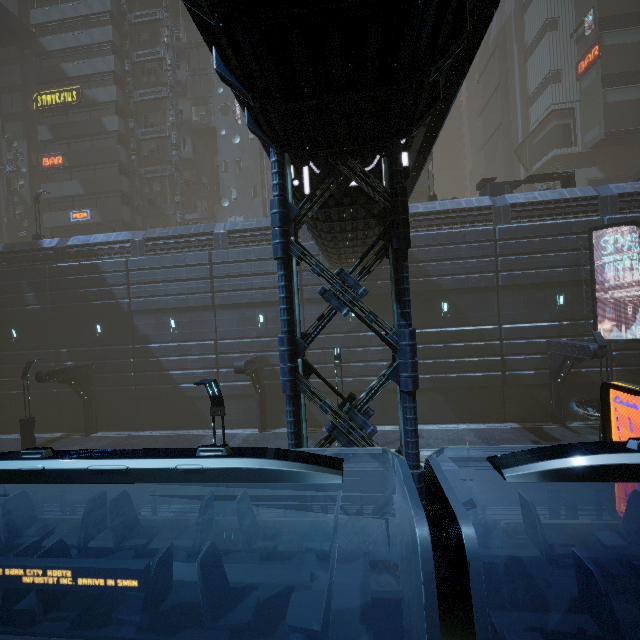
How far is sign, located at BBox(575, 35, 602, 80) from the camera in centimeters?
3309cm

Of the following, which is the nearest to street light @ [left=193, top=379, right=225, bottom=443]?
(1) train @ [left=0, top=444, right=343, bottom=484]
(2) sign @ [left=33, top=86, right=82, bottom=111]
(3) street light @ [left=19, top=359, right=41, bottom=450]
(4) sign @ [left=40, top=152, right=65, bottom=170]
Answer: (1) train @ [left=0, top=444, right=343, bottom=484]

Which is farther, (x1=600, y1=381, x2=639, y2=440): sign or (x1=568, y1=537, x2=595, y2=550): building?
(x1=568, y1=537, x2=595, y2=550): building

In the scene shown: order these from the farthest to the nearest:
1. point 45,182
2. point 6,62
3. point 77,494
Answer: point 45,182, point 6,62, point 77,494

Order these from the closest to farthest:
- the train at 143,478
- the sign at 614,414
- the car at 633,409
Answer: the train at 143,478 < the sign at 614,414 < the car at 633,409

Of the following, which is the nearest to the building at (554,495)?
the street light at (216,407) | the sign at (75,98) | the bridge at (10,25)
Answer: the sign at (75,98)

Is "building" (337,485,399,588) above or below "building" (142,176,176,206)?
below

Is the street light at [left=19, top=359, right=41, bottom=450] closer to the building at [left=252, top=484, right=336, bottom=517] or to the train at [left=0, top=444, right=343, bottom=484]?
the building at [left=252, top=484, right=336, bottom=517]
